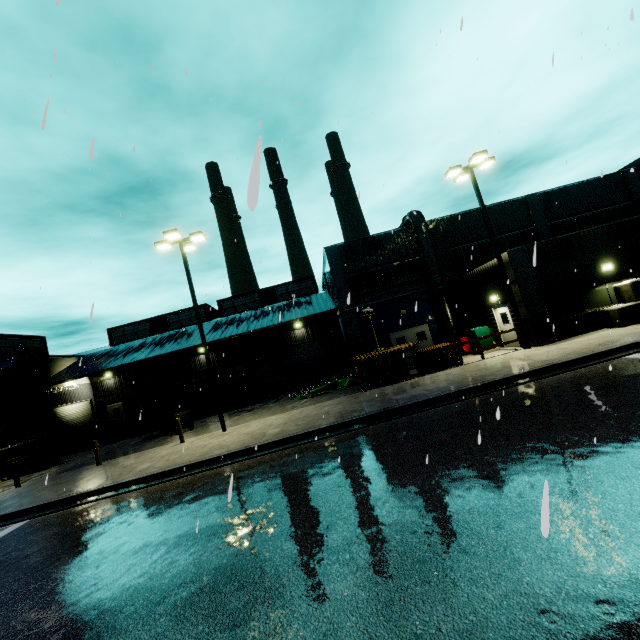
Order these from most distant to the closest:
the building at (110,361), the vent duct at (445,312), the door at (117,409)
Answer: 1. the door at (117,409)
2. the building at (110,361)
3. the vent duct at (445,312)

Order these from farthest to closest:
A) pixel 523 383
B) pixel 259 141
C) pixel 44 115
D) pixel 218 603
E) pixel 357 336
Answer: pixel 357 336, pixel 523 383, pixel 218 603, pixel 44 115, pixel 259 141

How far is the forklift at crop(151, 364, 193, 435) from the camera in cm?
1962

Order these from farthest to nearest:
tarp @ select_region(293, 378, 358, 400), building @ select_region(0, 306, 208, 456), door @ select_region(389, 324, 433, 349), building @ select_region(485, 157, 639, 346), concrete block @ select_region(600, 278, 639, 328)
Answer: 1. building @ select_region(0, 306, 208, 456)
2. door @ select_region(389, 324, 433, 349)
3. tarp @ select_region(293, 378, 358, 400)
4. building @ select_region(485, 157, 639, 346)
5. concrete block @ select_region(600, 278, 639, 328)

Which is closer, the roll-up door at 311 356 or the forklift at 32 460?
the forklift at 32 460

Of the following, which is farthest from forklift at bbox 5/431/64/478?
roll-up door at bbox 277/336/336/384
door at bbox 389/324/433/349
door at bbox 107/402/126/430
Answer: door at bbox 389/324/433/349

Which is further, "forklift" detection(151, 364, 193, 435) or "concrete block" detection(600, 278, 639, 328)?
"forklift" detection(151, 364, 193, 435)

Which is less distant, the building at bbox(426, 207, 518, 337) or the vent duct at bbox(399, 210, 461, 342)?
the building at bbox(426, 207, 518, 337)
